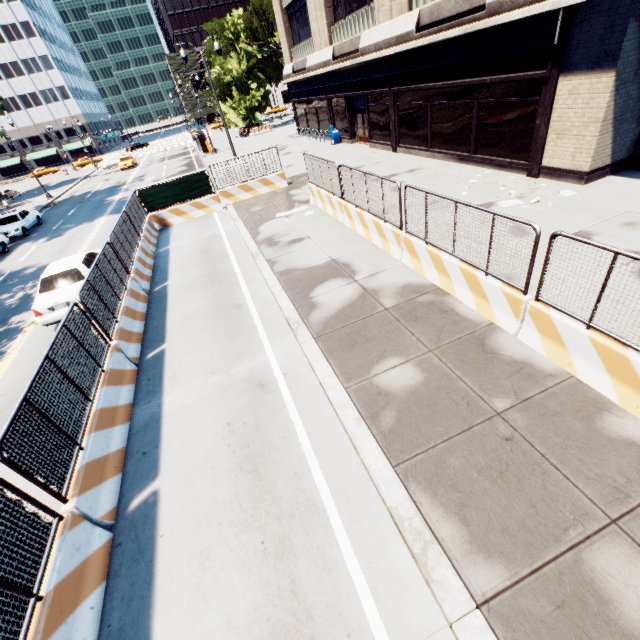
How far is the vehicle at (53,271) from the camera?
10.0 meters

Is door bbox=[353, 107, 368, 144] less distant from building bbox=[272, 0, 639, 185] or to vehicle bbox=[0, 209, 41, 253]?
building bbox=[272, 0, 639, 185]

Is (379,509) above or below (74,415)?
below

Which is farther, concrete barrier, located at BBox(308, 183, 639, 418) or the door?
the door

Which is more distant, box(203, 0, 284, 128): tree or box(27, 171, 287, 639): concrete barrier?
box(203, 0, 284, 128): tree

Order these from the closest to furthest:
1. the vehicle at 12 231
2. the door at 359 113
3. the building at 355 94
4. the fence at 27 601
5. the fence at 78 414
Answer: the fence at 27 601 → the fence at 78 414 → the building at 355 94 → the vehicle at 12 231 → the door at 359 113

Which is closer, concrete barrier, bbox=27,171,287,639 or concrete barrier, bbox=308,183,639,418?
concrete barrier, bbox=27,171,287,639

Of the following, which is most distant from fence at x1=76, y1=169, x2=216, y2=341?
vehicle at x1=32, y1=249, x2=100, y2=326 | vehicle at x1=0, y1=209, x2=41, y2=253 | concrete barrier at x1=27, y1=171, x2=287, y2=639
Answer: vehicle at x1=0, y1=209, x2=41, y2=253
